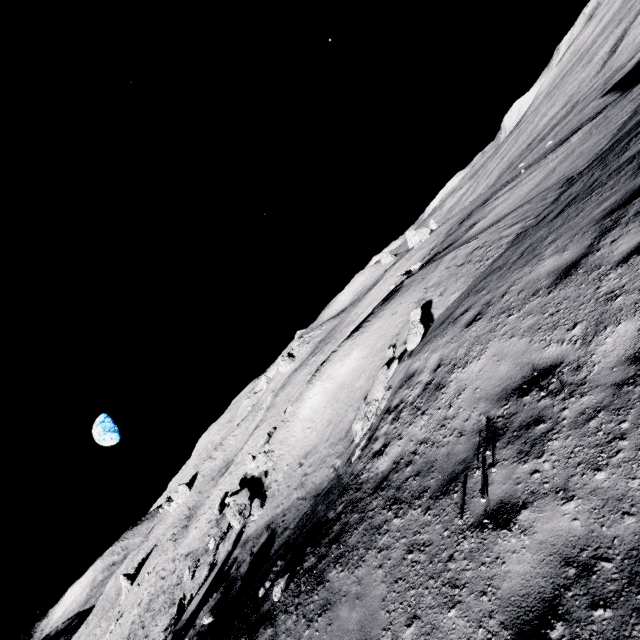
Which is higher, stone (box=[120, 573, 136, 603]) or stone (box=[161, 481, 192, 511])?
stone (box=[161, 481, 192, 511])

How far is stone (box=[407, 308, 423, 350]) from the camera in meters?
10.0

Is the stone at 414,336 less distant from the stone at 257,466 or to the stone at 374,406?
the stone at 374,406

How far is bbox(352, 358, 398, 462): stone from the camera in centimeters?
939cm

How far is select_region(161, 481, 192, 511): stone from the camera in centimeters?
5728cm

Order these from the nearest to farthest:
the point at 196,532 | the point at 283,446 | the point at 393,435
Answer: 1. the point at 393,435
2. the point at 283,446
3. the point at 196,532

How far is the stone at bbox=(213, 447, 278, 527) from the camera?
16.0m

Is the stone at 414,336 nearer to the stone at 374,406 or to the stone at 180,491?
the stone at 374,406
